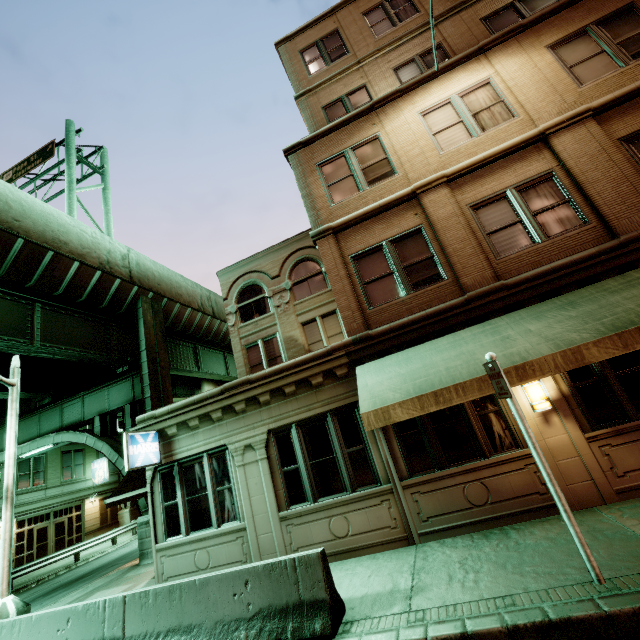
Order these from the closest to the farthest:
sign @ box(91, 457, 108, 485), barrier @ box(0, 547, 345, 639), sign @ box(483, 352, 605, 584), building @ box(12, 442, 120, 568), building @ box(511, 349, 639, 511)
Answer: sign @ box(483, 352, 605, 584) → barrier @ box(0, 547, 345, 639) → building @ box(511, 349, 639, 511) → building @ box(12, 442, 120, 568) → sign @ box(91, 457, 108, 485)

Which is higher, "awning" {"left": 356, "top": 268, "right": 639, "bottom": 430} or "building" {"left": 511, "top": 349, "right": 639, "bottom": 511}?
"awning" {"left": 356, "top": 268, "right": 639, "bottom": 430}

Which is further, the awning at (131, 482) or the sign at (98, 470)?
the sign at (98, 470)

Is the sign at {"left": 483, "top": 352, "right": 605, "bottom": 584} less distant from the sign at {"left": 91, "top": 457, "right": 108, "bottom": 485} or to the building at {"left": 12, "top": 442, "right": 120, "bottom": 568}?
the building at {"left": 12, "top": 442, "right": 120, "bottom": 568}

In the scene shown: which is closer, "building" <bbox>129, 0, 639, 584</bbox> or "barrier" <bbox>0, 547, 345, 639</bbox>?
"barrier" <bbox>0, 547, 345, 639</bbox>

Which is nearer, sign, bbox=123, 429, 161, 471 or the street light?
the street light

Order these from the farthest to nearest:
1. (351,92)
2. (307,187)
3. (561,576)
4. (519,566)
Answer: (351,92)
(307,187)
(519,566)
(561,576)

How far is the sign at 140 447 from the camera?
8.5 meters
